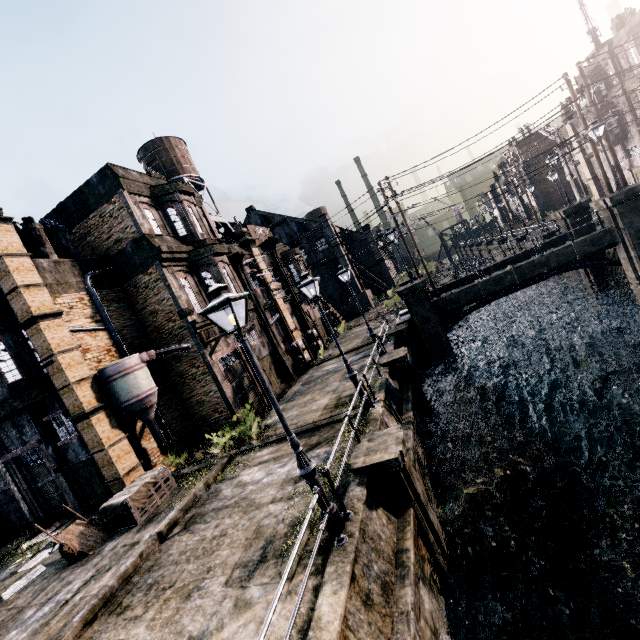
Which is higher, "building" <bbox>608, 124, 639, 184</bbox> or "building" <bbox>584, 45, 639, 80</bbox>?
"building" <bbox>584, 45, 639, 80</bbox>

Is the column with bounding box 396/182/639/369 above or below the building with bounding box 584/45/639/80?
below

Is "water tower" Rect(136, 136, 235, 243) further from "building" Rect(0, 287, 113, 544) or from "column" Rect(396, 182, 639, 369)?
"column" Rect(396, 182, 639, 369)

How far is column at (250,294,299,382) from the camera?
24.5m

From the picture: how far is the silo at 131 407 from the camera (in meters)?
14.76

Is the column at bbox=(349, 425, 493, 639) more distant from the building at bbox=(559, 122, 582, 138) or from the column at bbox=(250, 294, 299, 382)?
the building at bbox=(559, 122, 582, 138)

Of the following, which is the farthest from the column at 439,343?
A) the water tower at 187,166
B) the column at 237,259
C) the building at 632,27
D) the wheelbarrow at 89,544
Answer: the wheelbarrow at 89,544

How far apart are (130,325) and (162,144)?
17.1 meters
